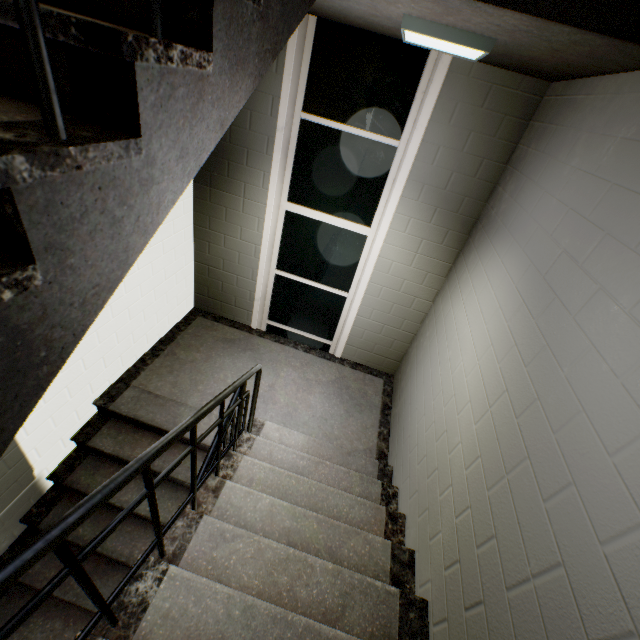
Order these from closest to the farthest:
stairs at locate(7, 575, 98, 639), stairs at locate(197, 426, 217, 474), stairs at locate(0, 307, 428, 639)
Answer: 1. stairs at locate(0, 307, 428, 639)
2. stairs at locate(7, 575, 98, 639)
3. stairs at locate(197, 426, 217, 474)

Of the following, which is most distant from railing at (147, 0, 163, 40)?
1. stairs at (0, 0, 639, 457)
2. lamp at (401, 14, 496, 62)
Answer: lamp at (401, 14, 496, 62)

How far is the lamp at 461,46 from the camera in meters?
1.7 m

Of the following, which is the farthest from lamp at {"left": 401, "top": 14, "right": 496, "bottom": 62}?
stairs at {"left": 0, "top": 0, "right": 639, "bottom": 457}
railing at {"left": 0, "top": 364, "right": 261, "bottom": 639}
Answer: railing at {"left": 0, "top": 364, "right": 261, "bottom": 639}

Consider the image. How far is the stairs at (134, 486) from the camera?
2.74m

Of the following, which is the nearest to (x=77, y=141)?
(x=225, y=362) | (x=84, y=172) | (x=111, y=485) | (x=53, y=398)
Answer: (x=84, y=172)

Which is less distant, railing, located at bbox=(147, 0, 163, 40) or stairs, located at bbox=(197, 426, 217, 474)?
railing, located at bbox=(147, 0, 163, 40)
